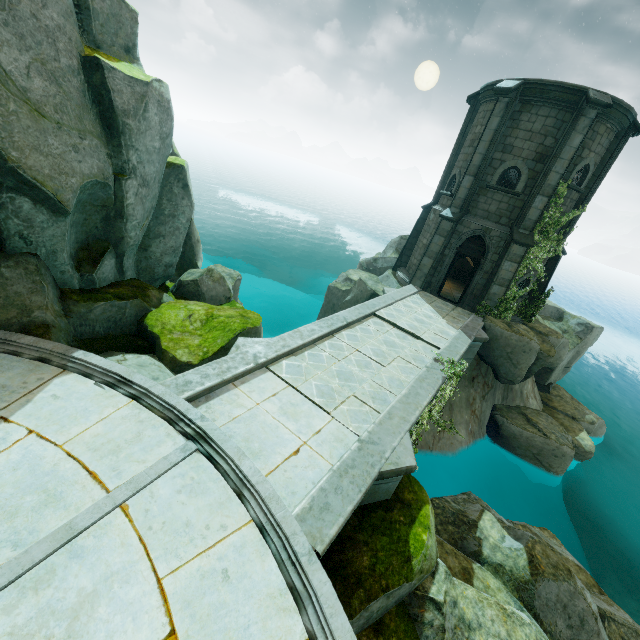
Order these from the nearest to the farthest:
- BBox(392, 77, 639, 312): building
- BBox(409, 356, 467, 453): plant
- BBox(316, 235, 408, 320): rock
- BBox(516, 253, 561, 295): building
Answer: BBox(409, 356, 467, 453): plant < BBox(392, 77, 639, 312): building < BBox(516, 253, 561, 295): building < BBox(316, 235, 408, 320): rock

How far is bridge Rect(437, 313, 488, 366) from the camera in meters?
11.1

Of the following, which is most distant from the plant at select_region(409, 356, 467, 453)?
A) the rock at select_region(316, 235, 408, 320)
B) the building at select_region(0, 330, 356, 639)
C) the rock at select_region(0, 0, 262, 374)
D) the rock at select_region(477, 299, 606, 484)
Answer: the rock at select_region(316, 235, 408, 320)

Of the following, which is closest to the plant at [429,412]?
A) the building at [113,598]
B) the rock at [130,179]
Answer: the rock at [130,179]

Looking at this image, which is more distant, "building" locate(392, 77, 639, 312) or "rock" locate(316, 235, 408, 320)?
"rock" locate(316, 235, 408, 320)

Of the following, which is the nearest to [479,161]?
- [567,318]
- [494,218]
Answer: [494,218]

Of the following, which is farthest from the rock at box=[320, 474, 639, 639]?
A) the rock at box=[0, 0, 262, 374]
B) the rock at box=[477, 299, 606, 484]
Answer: the rock at box=[477, 299, 606, 484]

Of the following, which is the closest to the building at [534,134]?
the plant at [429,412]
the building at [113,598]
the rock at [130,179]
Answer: the plant at [429,412]
